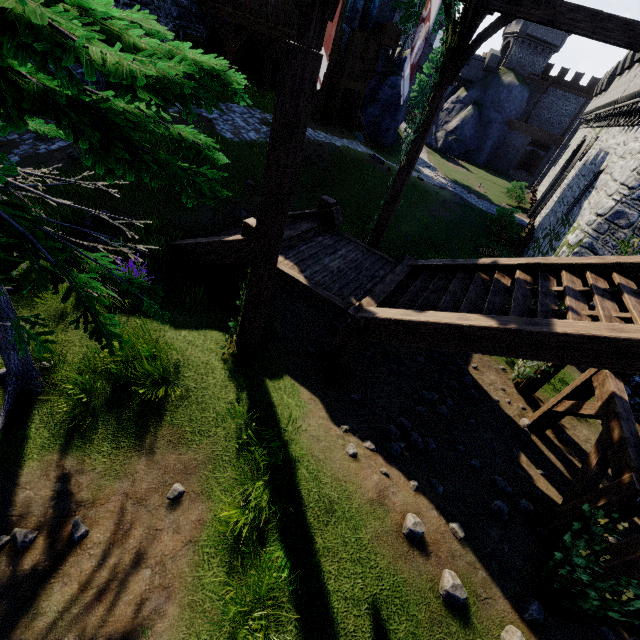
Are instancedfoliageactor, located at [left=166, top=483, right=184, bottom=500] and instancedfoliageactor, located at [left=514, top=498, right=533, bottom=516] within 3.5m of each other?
no

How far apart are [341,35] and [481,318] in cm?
2389

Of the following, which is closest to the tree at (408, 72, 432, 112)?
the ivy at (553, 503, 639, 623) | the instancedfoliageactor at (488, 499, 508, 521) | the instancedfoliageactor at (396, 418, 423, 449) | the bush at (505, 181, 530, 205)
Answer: the bush at (505, 181, 530, 205)

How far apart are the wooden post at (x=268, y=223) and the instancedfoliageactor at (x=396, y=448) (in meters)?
2.84

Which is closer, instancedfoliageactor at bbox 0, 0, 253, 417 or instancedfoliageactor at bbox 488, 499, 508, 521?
instancedfoliageactor at bbox 0, 0, 253, 417

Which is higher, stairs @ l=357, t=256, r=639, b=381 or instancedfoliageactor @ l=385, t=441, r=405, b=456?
stairs @ l=357, t=256, r=639, b=381

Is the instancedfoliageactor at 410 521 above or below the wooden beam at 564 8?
below

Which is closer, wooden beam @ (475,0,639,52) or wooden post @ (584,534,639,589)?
wooden post @ (584,534,639,589)
